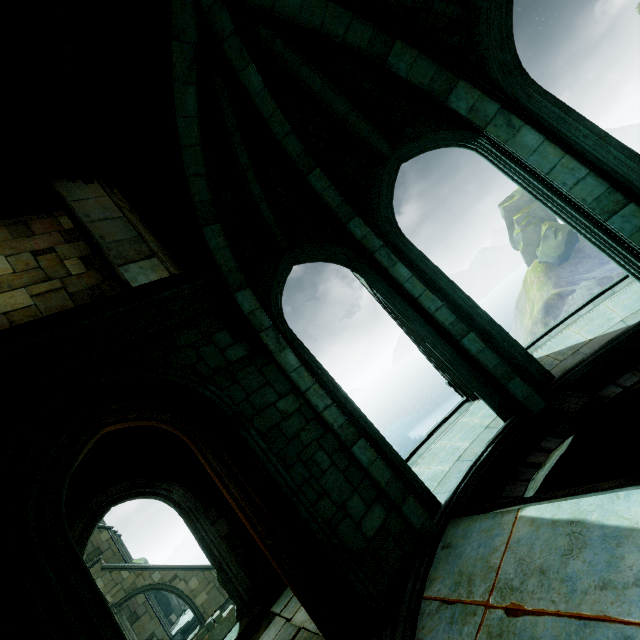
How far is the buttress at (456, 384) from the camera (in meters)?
9.33

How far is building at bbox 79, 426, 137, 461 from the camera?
9.1 meters

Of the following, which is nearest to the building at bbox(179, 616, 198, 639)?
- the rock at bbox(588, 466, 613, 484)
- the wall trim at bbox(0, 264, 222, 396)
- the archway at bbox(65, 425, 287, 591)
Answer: the archway at bbox(65, 425, 287, 591)

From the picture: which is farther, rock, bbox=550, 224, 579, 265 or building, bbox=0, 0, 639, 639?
rock, bbox=550, 224, 579, 265

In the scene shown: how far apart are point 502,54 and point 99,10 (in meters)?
6.65

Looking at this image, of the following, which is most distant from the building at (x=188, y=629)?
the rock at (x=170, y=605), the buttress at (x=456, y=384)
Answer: the buttress at (x=456, y=384)

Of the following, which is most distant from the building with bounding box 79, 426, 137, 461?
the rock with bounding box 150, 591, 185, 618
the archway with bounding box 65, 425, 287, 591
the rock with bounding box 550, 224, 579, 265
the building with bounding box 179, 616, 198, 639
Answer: the rock with bounding box 550, 224, 579, 265

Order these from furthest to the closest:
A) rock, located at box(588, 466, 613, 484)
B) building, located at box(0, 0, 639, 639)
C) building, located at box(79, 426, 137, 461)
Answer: building, located at box(79, 426, 137, 461) < rock, located at box(588, 466, 613, 484) < building, located at box(0, 0, 639, 639)
